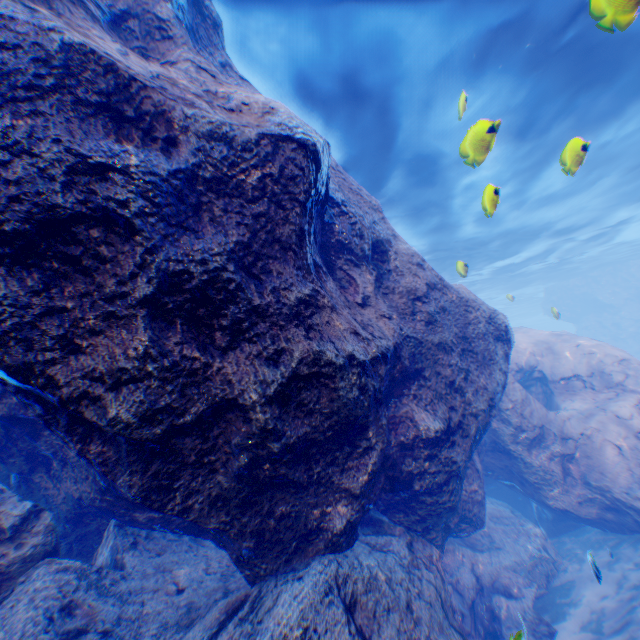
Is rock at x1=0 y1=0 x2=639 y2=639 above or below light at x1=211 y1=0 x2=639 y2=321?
below

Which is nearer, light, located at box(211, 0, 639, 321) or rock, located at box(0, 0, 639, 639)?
rock, located at box(0, 0, 639, 639)

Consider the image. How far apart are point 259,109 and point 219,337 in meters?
2.9

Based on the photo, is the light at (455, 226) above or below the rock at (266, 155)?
above

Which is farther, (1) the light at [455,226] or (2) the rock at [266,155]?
→ (1) the light at [455,226]
